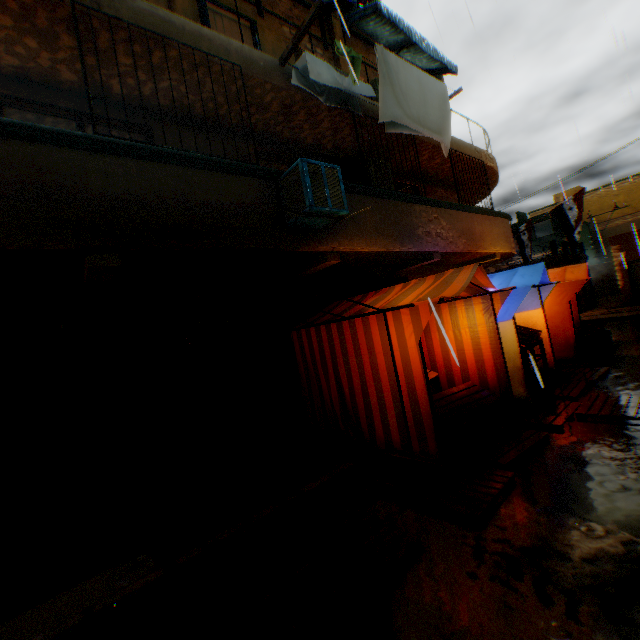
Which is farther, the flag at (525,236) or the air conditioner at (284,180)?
the flag at (525,236)

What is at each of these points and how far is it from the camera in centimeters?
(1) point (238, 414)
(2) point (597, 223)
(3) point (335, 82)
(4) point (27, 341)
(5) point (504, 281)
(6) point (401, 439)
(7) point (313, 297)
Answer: (1) building, 611cm
(2) building, 3825cm
(3) dryer, 587cm
(4) building, 447cm
(5) tent, 662cm
(6) tent, 451cm
(7) building, 732cm

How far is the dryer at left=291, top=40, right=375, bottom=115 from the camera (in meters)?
5.54

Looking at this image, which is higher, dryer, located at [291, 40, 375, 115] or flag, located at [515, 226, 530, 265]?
dryer, located at [291, 40, 375, 115]

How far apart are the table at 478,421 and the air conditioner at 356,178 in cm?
473

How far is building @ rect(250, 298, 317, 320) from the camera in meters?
6.8 m

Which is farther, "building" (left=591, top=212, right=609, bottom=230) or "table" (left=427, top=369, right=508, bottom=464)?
"building" (left=591, top=212, right=609, bottom=230)
